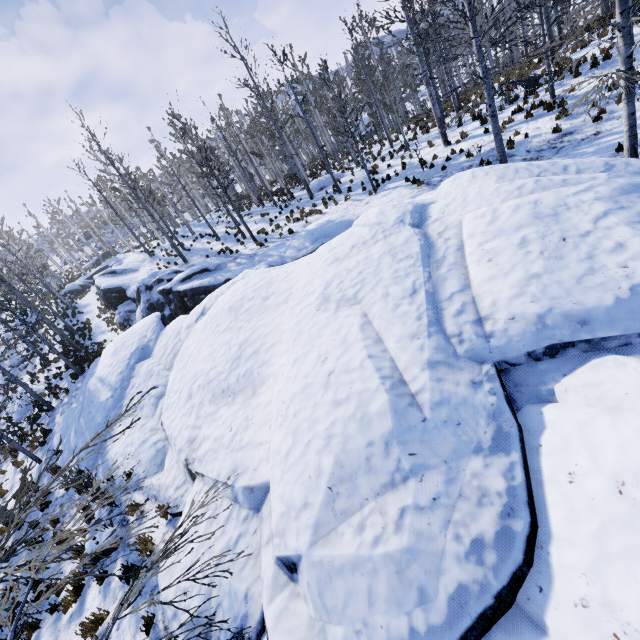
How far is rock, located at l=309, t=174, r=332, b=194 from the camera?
24.6 meters

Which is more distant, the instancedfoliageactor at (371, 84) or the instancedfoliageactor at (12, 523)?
the instancedfoliageactor at (371, 84)

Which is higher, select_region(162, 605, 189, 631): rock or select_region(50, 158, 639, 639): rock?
select_region(50, 158, 639, 639): rock

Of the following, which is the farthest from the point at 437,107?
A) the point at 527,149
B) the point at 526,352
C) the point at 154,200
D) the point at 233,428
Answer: the point at 154,200

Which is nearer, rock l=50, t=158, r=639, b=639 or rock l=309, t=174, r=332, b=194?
rock l=50, t=158, r=639, b=639

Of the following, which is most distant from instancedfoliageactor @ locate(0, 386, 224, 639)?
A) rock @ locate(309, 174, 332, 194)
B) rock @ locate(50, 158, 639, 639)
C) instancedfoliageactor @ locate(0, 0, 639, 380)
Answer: rock @ locate(309, 174, 332, 194)

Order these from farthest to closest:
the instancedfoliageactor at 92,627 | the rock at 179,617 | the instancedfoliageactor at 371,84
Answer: the instancedfoliageactor at 371,84 < the instancedfoliageactor at 92,627 < the rock at 179,617
